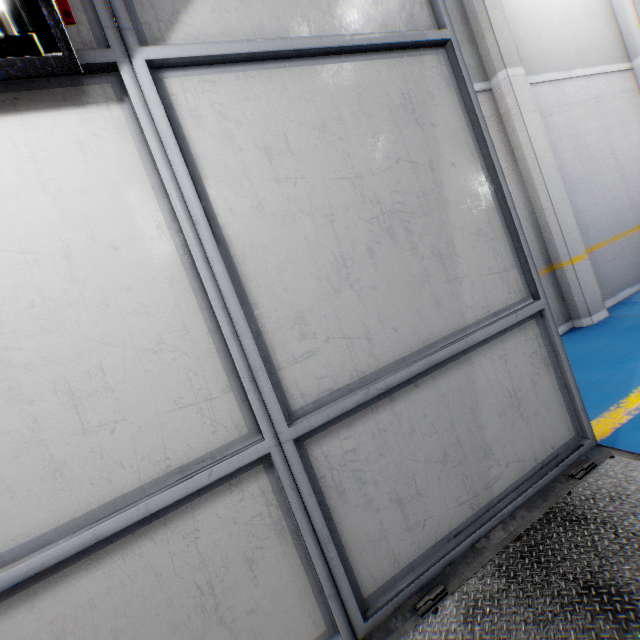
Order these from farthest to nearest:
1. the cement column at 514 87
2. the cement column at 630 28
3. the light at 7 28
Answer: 1. the cement column at 630 28
2. the cement column at 514 87
3. the light at 7 28

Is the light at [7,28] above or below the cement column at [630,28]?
below

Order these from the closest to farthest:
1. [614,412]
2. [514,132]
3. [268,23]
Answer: [268,23]
[614,412]
[514,132]

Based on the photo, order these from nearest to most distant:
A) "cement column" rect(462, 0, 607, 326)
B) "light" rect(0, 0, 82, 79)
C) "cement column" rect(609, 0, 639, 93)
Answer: "light" rect(0, 0, 82, 79) → "cement column" rect(462, 0, 607, 326) → "cement column" rect(609, 0, 639, 93)

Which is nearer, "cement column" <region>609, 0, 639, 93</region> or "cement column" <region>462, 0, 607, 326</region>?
"cement column" <region>462, 0, 607, 326</region>

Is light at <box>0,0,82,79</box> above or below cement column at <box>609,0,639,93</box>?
below

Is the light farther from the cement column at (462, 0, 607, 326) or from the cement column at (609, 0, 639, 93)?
the cement column at (609, 0, 639, 93)

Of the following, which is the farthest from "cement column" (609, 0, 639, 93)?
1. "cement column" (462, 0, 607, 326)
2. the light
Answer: the light
